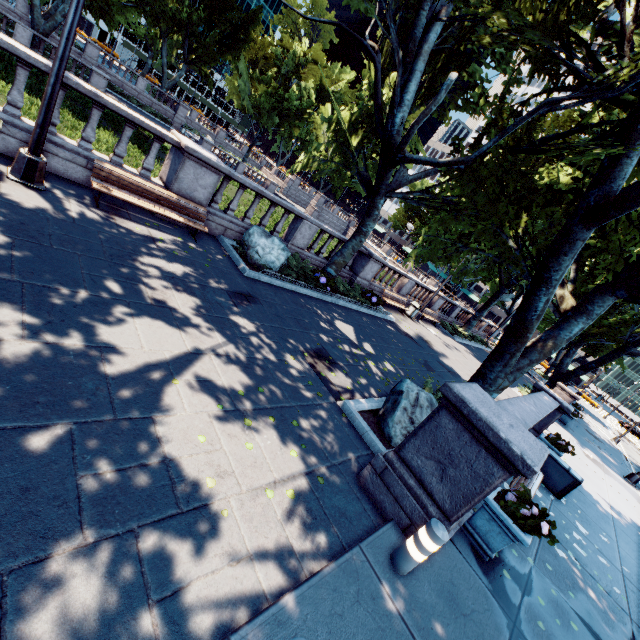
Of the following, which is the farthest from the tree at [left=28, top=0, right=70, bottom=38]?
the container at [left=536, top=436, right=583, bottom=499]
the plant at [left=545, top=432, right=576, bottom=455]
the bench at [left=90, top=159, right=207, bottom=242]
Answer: the bench at [left=90, top=159, right=207, bottom=242]

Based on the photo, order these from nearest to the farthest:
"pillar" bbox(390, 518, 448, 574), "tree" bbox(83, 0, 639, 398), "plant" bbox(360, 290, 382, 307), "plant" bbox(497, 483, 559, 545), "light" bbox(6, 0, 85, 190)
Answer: "pillar" bbox(390, 518, 448, 574), "plant" bbox(497, 483, 559, 545), "light" bbox(6, 0, 85, 190), "tree" bbox(83, 0, 639, 398), "plant" bbox(360, 290, 382, 307)

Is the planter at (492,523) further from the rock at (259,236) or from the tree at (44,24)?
the rock at (259,236)

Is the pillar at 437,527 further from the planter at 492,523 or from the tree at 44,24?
the tree at 44,24

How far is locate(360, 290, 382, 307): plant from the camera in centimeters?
1567cm

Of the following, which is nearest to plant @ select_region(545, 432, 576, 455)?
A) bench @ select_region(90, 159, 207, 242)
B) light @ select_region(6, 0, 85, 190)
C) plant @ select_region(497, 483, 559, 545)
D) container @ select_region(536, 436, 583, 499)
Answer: container @ select_region(536, 436, 583, 499)

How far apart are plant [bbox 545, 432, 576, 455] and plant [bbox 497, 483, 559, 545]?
6.9m

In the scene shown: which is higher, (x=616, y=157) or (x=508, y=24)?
(x=508, y=24)
